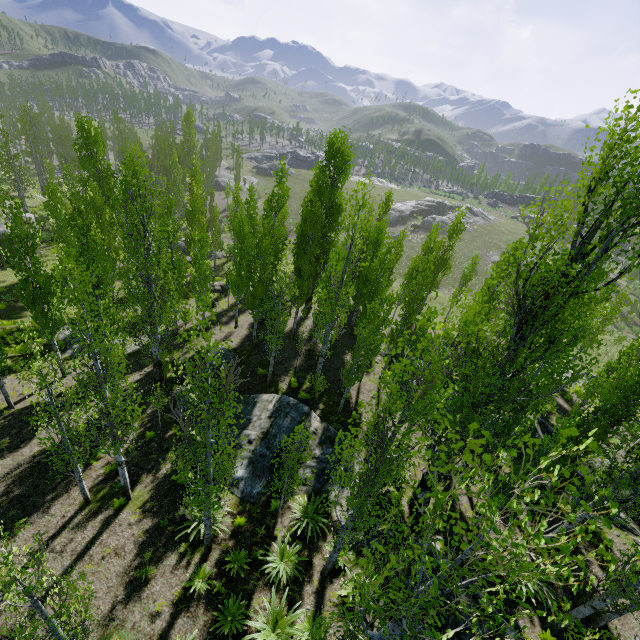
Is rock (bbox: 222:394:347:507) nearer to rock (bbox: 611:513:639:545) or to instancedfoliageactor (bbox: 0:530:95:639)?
instancedfoliageactor (bbox: 0:530:95:639)

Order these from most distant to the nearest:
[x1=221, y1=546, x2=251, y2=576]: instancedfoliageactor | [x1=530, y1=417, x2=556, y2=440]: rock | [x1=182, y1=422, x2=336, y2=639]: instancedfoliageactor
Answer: [x1=530, y1=417, x2=556, y2=440]: rock < [x1=221, y1=546, x2=251, y2=576]: instancedfoliageactor < [x1=182, y1=422, x2=336, y2=639]: instancedfoliageactor

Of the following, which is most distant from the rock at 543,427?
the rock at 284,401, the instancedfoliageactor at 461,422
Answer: the rock at 284,401

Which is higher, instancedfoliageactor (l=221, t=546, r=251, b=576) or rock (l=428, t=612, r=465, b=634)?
rock (l=428, t=612, r=465, b=634)

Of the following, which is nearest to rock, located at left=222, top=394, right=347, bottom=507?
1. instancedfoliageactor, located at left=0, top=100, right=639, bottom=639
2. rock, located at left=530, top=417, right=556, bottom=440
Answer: instancedfoliageactor, located at left=0, top=100, right=639, bottom=639

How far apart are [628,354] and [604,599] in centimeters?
1482cm
